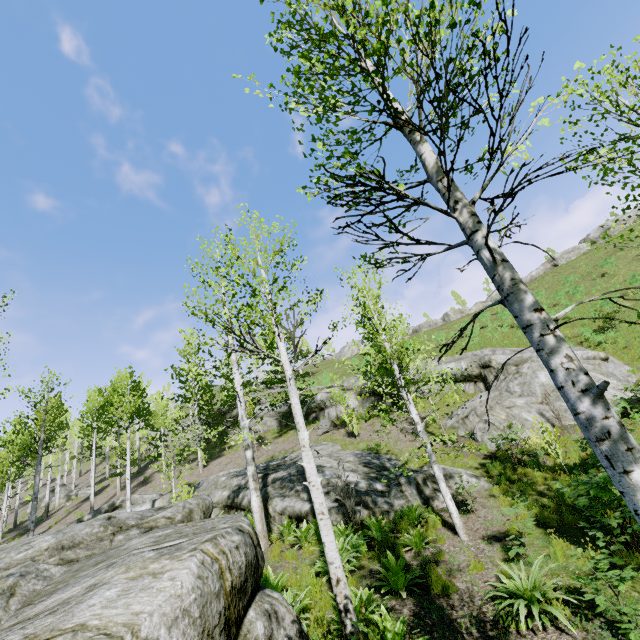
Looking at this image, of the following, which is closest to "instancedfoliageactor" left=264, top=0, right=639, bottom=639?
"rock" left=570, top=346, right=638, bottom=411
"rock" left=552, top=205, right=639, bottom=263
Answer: "rock" left=570, top=346, right=638, bottom=411

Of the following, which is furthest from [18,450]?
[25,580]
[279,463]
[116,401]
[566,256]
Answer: [566,256]

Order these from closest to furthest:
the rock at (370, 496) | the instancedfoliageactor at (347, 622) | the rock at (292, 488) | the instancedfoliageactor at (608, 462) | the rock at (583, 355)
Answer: the instancedfoliageactor at (608, 462) < the instancedfoliageactor at (347, 622) < the rock at (370, 496) < the rock at (292, 488) < the rock at (583, 355)

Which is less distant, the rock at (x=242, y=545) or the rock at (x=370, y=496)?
the rock at (x=242, y=545)

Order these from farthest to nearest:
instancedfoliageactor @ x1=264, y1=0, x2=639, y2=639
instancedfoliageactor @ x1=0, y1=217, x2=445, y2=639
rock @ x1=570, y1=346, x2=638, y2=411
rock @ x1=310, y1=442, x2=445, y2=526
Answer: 1. rock @ x1=570, y1=346, x2=638, y2=411
2. rock @ x1=310, y1=442, x2=445, y2=526
3. instancedfoliageactor @ x1=0, y1=217, x2=445, y2=639
4. instancedfoliageactor @ x1=264, y1=0, x2=639, y2=639

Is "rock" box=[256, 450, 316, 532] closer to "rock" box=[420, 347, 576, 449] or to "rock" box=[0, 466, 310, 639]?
"rock" box=[420, 347, 576, 449]

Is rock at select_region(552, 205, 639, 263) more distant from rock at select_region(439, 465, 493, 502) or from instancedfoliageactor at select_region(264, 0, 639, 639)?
instancedfoliageactor at select_region(264, 0, 639, 639)
